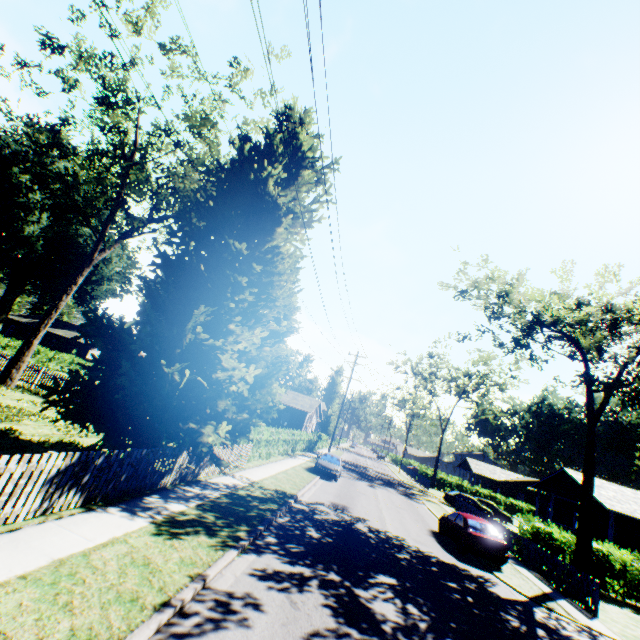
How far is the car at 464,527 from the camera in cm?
1447

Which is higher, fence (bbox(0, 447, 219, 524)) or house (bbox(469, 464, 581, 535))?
house (bbox(469, 464, 581, 535))

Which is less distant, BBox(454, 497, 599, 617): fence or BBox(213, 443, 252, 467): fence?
BBox(454, 497, 599, 617): fence

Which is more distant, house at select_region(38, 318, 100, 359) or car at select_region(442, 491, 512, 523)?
house at select_region(38, 318, 100, 359)

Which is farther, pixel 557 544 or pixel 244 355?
pixel 557 544

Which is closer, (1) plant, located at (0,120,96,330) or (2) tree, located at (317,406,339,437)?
(1) plant, located at (0,120,96,330)

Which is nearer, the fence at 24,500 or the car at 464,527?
the fence at 24,500

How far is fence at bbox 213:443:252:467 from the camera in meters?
14.2
